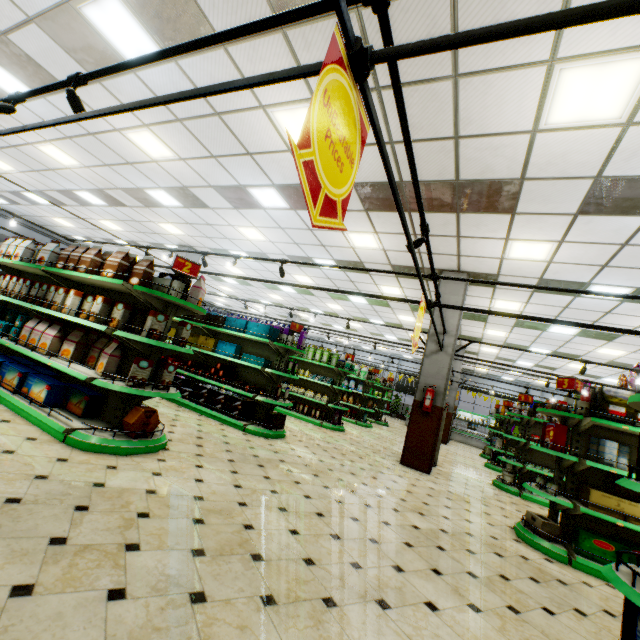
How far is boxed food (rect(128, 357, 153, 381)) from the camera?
3.84m

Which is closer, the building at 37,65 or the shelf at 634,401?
the shelf at 634,401

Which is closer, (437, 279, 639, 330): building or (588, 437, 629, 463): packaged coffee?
(588, 437, 629, 463): packaged coffee

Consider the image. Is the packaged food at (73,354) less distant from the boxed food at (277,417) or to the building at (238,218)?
the building at (238,218)

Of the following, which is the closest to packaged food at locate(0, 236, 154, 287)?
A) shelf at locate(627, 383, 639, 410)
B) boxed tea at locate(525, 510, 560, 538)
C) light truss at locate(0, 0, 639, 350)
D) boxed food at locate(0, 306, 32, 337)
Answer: boxed food at locate(0, 306, 32, 337)

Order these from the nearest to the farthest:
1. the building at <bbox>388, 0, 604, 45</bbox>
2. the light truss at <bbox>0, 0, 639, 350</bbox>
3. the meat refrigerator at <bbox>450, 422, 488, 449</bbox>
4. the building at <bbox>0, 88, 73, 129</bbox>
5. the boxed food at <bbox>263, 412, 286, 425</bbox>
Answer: the light truss at <bbox>0, 0, 639, 350</bbox> → the building at <bbox>388, 0, 604, 45</bbox> → the building at <bbox>0, 88, 73, 129</bbox> → the boxed food at <bbox>263, 412, 286, 425</bbox> → the meat refrigerator at <bbox>450, 422, 488, 449</bbox>

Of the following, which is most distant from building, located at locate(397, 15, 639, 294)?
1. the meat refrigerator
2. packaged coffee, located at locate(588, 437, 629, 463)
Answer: packaged coffee, located at locate(588, 437, 629, 463)

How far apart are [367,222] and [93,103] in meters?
5.5
